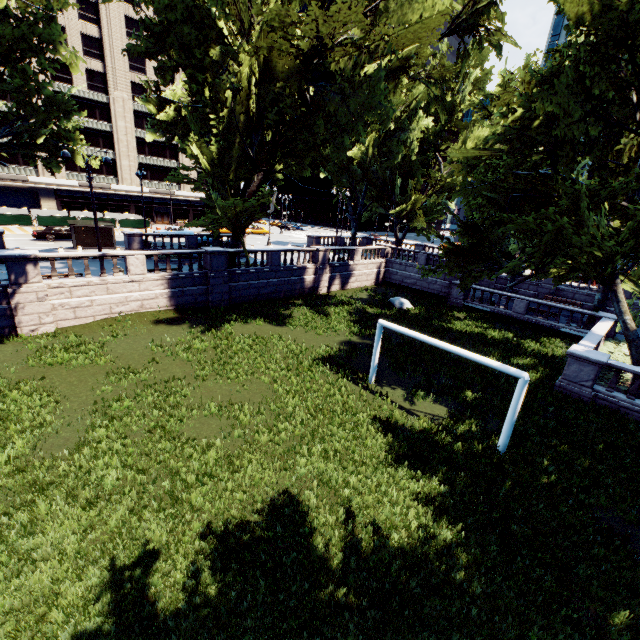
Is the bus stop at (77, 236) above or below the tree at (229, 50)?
below

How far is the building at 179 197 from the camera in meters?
58.5

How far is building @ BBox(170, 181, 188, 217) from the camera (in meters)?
58.50

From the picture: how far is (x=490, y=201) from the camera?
19.19m

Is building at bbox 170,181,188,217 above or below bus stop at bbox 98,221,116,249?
above

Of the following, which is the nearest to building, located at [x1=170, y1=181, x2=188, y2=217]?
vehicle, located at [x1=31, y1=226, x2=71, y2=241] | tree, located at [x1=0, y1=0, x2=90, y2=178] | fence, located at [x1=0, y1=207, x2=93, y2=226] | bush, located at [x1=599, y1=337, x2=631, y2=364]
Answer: fence, located at [x1=0, y1=207, x2=93, y2=226]

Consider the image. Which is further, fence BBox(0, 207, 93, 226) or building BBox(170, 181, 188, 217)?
building BBox(170, 181, 188, 217)

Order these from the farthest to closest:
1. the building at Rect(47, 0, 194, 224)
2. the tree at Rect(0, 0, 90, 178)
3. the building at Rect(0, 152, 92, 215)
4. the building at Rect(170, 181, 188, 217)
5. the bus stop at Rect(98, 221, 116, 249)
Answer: the building at Rect(170, 181, 188, 217), the building at Rect(47, 0, 194, 224), the building at Rect(0, 152, 92, 215), the bus stop at Rect(98, 221, 116, 249), the tree at Rect(0, 0, 90, 178)
